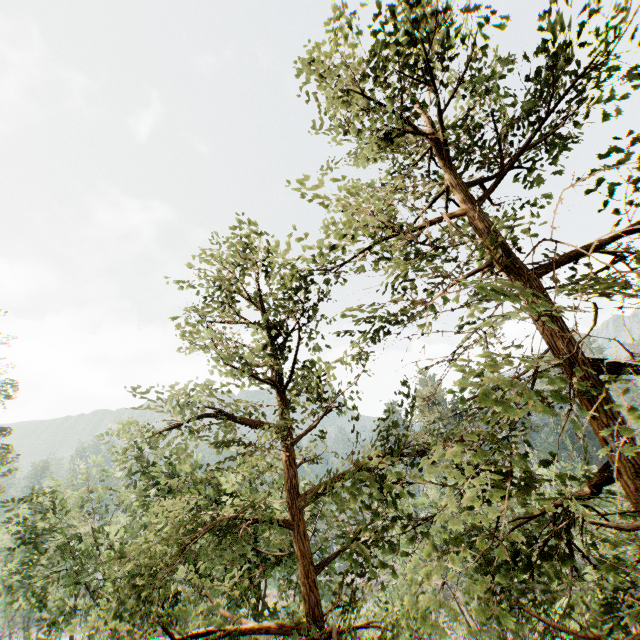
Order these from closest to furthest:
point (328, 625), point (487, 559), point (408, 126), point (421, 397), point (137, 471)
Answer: point (487, 559), point (408, 126), point (328, 625), point (137, 471), point (421, 397)
